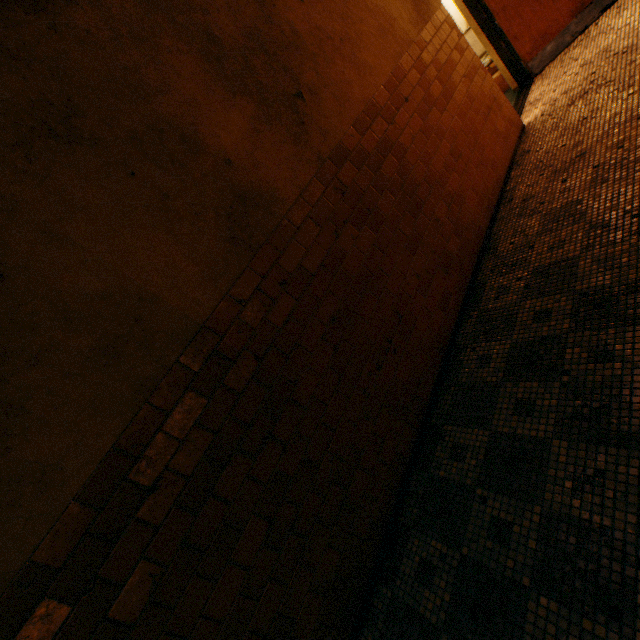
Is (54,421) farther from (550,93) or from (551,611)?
(550,93)
